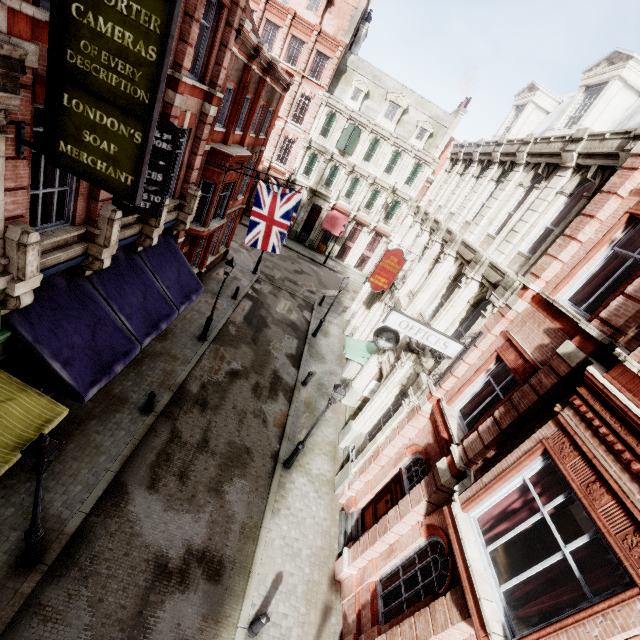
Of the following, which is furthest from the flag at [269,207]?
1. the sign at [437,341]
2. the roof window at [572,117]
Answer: the roof window at [572,117]

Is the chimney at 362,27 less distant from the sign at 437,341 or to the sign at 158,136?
the sign at 158,136

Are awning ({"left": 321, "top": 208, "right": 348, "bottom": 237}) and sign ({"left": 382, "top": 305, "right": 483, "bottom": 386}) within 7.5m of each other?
no

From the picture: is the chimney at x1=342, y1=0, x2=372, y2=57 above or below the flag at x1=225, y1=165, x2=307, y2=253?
above

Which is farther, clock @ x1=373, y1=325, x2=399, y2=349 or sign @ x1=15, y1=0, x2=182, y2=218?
clock @ x1=373, y1=325, x2=399, y2=349

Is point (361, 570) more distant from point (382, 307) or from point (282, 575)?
point (382, 307)

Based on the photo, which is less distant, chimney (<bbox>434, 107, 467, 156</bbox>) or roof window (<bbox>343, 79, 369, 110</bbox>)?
roof window (<bbox>343, 79, 369, 110</bbox>)

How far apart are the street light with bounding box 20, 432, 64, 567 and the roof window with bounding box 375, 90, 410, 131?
35.8 meters
